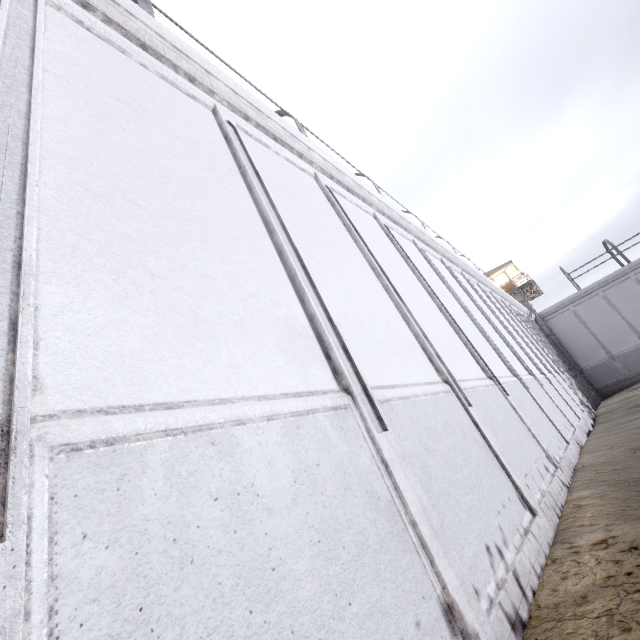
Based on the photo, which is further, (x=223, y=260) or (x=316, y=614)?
(x=223, y=260)
